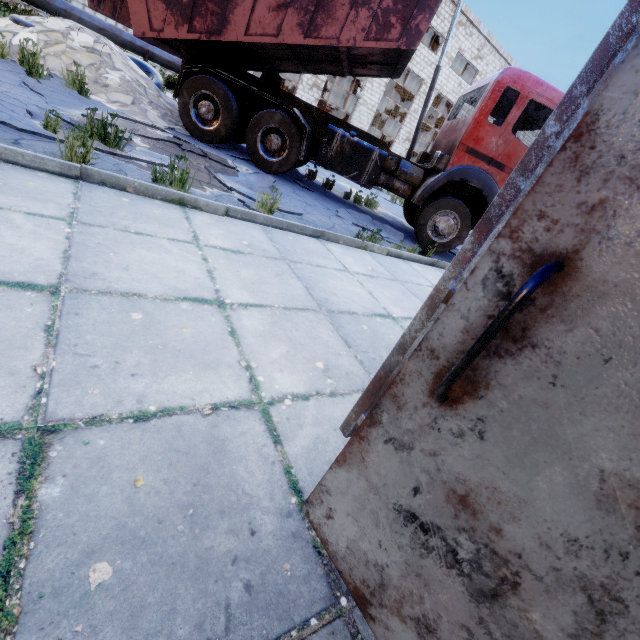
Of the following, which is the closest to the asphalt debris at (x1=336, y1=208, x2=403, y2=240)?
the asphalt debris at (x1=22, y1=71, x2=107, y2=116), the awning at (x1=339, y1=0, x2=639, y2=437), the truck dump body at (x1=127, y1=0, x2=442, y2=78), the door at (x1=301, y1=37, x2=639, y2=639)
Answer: the asphalt debris at (x1=22, y1=71, x2=107, y2=116)

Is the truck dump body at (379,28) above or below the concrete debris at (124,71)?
above

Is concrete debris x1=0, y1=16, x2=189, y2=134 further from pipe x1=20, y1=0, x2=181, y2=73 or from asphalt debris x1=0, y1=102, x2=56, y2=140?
pipe x1=20, y1=0, x2=181, y2=73

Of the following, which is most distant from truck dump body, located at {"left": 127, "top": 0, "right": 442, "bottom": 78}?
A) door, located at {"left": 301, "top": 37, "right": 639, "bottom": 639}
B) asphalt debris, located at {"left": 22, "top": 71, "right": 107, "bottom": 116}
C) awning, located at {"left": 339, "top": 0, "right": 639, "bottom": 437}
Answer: door, located at {"left": 301, "top": 37, "right": 639, "bottom": 639}

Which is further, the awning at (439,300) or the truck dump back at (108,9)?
the truck dump back at (108,9)

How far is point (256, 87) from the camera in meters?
7.2

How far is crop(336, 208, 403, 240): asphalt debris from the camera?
7.20m

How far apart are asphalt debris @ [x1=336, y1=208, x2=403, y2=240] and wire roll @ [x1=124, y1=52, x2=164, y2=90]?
6.43m
